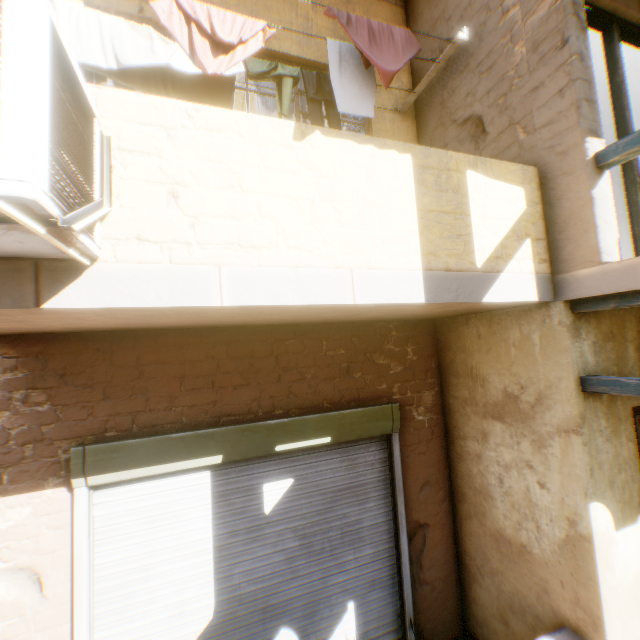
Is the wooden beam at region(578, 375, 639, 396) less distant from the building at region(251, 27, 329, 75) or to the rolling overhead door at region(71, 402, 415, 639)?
the building at region(251, 27, 329, 75)

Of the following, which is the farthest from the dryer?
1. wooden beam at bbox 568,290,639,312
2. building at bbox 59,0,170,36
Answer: wooden beam at bbox 568,290,639,312

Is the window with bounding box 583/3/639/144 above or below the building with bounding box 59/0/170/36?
below

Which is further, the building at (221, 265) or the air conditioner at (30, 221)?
the building at (221, 265)

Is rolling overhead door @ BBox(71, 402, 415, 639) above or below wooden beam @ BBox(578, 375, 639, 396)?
below

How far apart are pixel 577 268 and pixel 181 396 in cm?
386

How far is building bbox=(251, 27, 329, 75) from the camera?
4.02m

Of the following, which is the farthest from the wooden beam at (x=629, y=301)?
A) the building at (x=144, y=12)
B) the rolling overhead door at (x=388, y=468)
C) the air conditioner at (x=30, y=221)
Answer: the air conditioner at (x=30, y=221)
